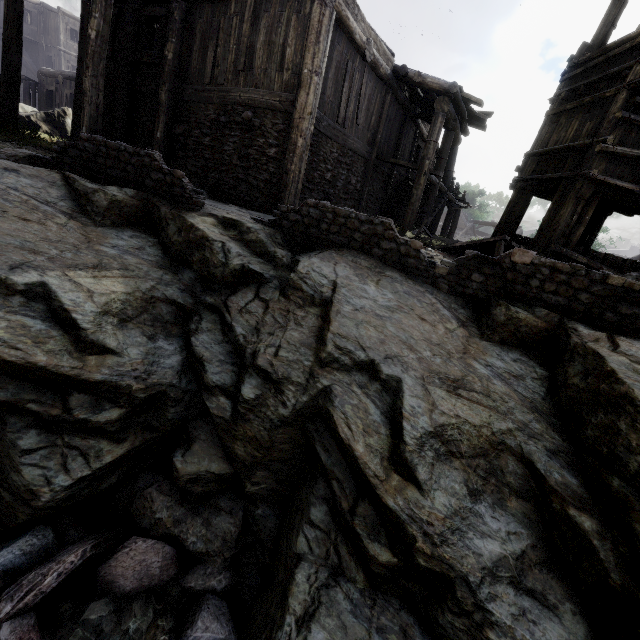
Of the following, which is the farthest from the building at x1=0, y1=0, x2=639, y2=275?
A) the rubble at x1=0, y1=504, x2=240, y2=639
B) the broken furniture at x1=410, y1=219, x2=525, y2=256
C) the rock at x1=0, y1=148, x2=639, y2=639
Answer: the rubble at x1=0, y1=504, x2=240, y2=639

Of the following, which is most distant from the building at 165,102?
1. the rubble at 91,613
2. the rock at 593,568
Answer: the rubble at 91,613

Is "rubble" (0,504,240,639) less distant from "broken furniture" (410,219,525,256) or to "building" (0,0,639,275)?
"building" (0,0,639,275)

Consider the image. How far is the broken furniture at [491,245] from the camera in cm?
804

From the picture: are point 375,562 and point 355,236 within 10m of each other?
yes

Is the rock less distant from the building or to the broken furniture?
the building

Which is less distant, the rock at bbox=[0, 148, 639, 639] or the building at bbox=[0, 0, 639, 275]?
the rock at bbox=[0, 148, 639, 639]

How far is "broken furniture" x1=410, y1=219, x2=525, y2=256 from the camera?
8.04m
